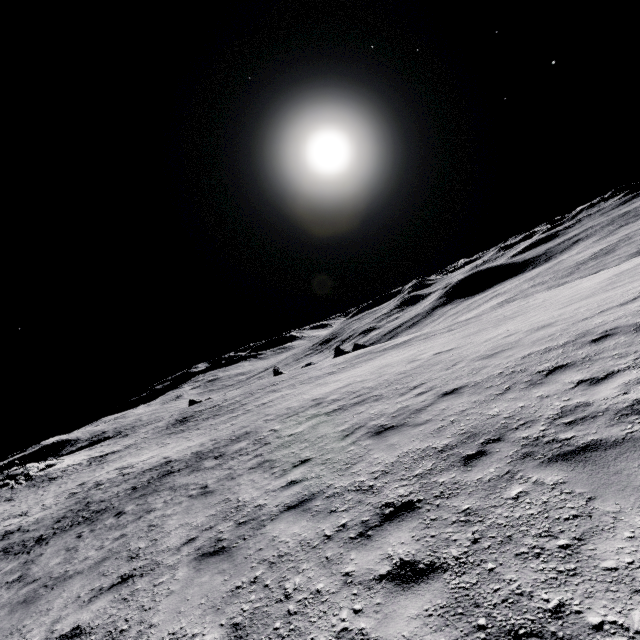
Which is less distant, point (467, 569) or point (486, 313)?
point (467, 569)
